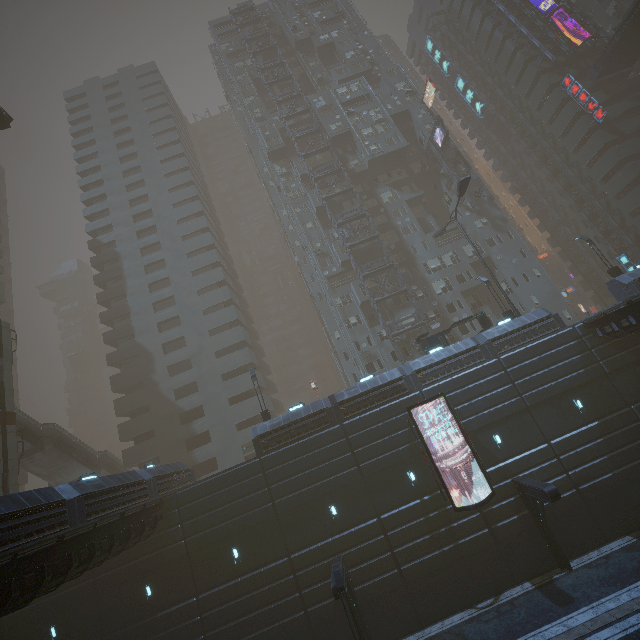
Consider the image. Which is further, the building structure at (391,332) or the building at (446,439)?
the building structure at (391,332)

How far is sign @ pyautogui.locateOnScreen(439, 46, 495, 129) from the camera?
55.1m

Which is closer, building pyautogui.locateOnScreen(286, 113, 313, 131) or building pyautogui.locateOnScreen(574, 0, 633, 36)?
building pyautogui.locateOnScreen(286, 113, 313, 131)

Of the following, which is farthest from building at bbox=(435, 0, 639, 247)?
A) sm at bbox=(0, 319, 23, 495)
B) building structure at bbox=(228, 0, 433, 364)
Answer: sm at bbox=(0, 319, 23, 495)

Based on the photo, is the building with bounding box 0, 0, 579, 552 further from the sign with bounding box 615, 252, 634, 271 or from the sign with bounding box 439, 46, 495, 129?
the sign with bounding box 615, 252, 634, 271

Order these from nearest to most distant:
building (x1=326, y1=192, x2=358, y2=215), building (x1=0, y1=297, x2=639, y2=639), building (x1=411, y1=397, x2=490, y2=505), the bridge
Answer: building (x1=0, y1=297, x2=639, y2=639) < building (x1=411, y1=397, x2=490, y2=505) < the bridge < building (x1=326, y1=192, x2=358, y2=215)

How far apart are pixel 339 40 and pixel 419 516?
68.2 meters

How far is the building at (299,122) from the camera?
50.3m
